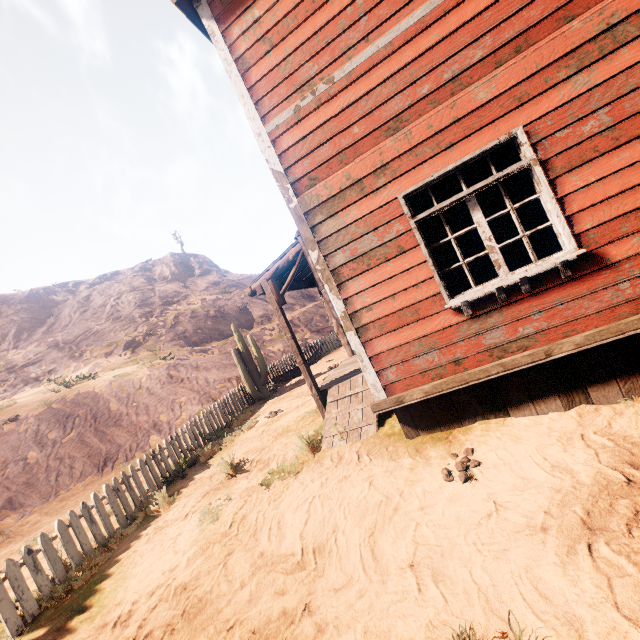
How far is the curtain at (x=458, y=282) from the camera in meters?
4.0

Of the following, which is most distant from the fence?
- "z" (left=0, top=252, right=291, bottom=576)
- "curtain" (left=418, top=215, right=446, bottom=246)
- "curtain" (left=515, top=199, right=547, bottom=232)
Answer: "curtain" (left=515, top=199, right=547, bottom=232)

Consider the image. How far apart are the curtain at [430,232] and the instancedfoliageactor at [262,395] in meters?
9.9 m

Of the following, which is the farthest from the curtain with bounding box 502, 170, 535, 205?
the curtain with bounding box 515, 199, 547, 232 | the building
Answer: the curtain with bounding box 515, 199, 547, 232

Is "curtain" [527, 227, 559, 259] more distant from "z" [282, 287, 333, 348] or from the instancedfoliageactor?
the instancedfoliageactor

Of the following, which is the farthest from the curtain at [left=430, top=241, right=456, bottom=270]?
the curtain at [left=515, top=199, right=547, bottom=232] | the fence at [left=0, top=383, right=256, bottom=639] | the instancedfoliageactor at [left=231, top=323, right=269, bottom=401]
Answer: the instancedfoliageactor at [left=231, top=323, right=269, bottom=401]

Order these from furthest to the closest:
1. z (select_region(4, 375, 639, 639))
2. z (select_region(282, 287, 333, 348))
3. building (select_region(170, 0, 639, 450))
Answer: z (select_region(282, 287, 333, 348)) → building (select_region(170, 0, 639, 450)) → z (select_region(4, 375, 639, 639))

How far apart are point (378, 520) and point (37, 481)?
13.4m
